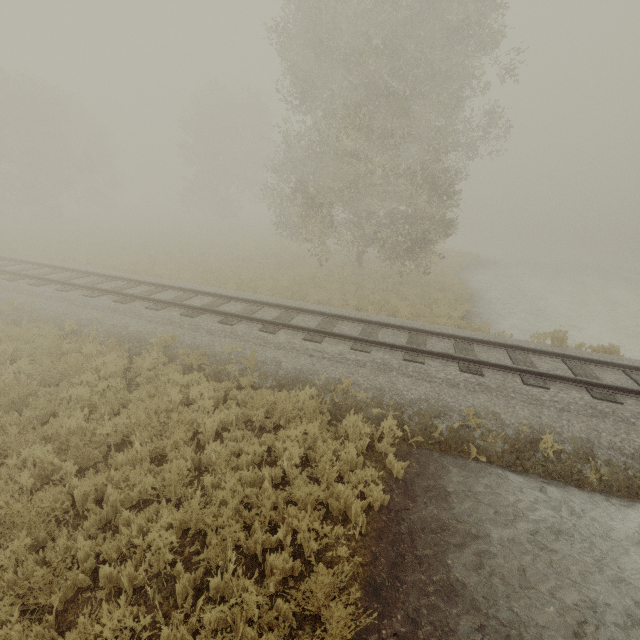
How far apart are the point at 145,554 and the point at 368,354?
6.10m
